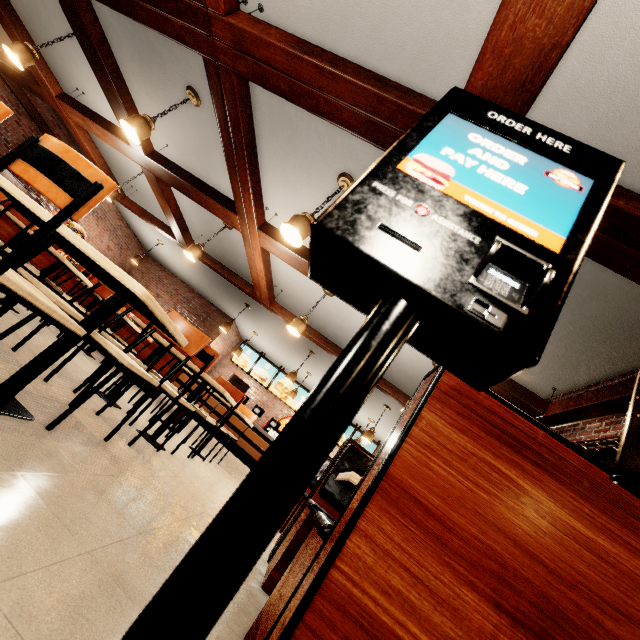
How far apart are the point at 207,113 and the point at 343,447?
4.8m
